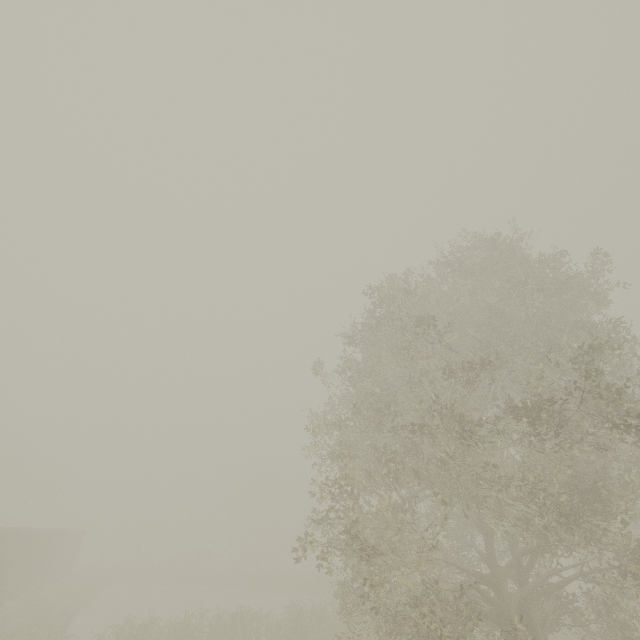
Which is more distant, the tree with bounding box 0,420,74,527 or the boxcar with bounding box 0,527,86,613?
the tree with bounding box 0,420,74,527

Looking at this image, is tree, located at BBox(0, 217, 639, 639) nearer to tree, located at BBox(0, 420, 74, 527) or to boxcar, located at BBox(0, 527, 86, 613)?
boxcar, located at BBox(0, 527, 86, 613)

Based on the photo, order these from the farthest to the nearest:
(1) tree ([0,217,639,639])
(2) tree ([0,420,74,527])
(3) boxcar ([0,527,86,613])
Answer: (2) tree ([0,420,74,527])
(3) boxcar ([0,527,86,613])
(1) tree ([0,217,639,639])

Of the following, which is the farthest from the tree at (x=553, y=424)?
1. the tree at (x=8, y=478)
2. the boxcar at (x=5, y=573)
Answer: the tree at (x=8, y=478)

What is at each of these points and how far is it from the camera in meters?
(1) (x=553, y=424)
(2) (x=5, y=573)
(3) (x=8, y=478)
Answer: (1) tree, 9.5
(2) boxcar, 18.7
(3) tree, 40.3

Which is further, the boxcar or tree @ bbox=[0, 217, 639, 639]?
the boxcar

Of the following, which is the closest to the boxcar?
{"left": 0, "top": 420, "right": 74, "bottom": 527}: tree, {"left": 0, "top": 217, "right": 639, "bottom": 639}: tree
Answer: {"left": 0, "top": 420, "right": 74, "bottom": 527}: tree
